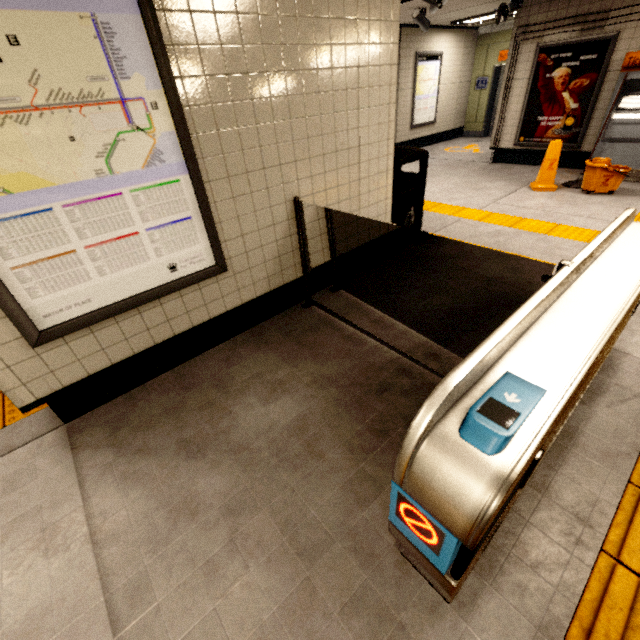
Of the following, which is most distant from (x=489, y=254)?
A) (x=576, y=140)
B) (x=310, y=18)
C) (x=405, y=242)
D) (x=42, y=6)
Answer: (x=576, y=140)

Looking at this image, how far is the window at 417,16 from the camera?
6.49m

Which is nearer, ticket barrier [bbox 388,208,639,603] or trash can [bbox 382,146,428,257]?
ticket barrier [bbox 388,208,639,603]

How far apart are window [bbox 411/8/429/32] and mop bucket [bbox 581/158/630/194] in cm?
439

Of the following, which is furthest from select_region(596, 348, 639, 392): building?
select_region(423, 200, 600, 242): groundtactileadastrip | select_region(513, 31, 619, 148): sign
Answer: select_region(513, 31, 619, 148): sign

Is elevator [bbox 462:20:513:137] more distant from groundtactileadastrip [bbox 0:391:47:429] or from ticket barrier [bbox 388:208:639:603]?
groundtactileadastrip [bbox 0:391:47:429]

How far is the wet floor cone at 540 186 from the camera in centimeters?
544cm

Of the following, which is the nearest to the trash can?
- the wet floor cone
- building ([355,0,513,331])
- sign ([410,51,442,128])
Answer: building ([355,0,513,331])
